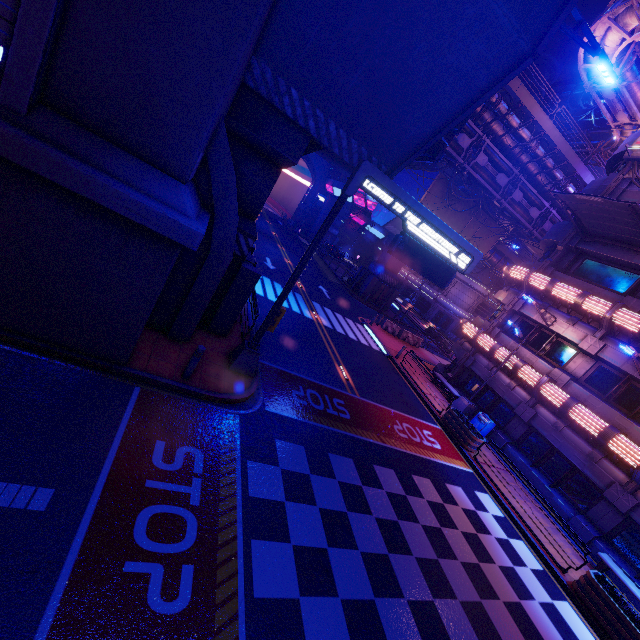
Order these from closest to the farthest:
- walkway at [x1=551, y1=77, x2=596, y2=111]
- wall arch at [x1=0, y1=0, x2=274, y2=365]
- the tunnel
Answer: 1. the tunnel
2. wall arch at [x1=0, y1=0, x2=274, y2=365]
3. walkway at [x1=551, y1=77, x2=596, y2=111]

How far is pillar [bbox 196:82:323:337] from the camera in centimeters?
Result: 915cm

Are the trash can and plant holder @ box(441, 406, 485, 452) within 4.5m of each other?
yes

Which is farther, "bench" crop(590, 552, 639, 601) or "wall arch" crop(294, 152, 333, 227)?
"wall arch" crop(294, 152, 333, 227)

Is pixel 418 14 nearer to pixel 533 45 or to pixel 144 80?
pixel 533 45

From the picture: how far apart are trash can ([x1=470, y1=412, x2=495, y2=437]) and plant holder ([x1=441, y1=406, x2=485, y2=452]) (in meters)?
1.16

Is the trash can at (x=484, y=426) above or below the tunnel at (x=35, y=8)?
below

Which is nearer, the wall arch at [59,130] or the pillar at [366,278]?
the wall arch at [59,130]
